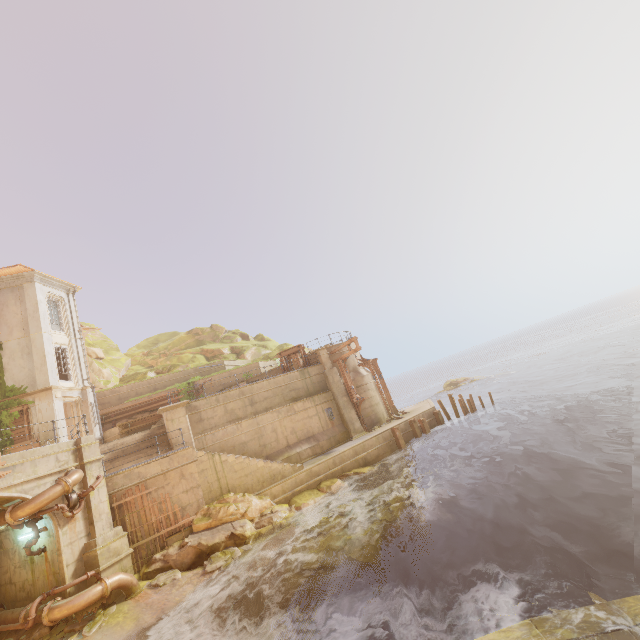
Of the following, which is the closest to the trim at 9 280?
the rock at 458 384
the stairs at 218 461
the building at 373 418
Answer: Answer: the stairs at 218 461

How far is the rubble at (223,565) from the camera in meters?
12.7

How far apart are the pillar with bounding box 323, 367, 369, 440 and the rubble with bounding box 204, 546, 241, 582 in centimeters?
986cm

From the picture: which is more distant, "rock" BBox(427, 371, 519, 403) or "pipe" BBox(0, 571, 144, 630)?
"rock" BBox(427, 371, 519, 403)

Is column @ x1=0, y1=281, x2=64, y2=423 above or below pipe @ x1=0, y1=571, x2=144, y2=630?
above

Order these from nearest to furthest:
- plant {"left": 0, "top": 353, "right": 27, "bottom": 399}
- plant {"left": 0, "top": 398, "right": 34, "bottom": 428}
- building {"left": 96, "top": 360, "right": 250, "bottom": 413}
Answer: plant {"left": 0, "top": 398, "right": 34, "bottom": 428} < plant {"left": 0, "top": 353, "right": 27, "bottom": 399} < building {"left": 96, "top": 360, "right": 250, "bottom": 413}

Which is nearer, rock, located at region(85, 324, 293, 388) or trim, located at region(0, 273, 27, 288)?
trim, located at region(0, 273, 27, 288)

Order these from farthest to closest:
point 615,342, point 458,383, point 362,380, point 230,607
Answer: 1. point 458,383
2. point 615,342
3. point 362,380
4. point 230,607
